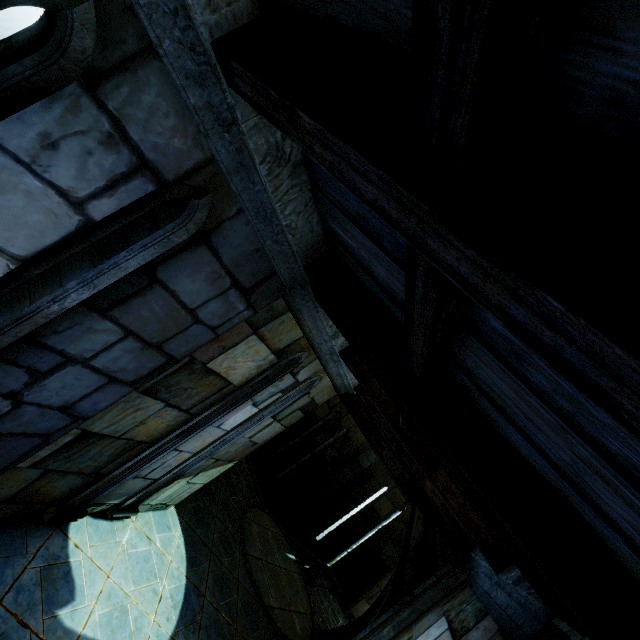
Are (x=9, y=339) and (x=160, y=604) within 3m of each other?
no
